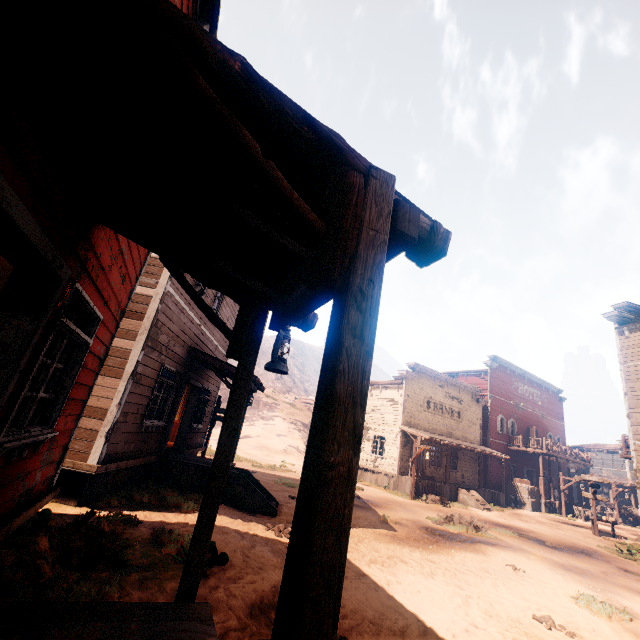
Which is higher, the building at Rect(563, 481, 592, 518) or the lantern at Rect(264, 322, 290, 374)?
the lantern at Rect(264, 322, 290, 374)

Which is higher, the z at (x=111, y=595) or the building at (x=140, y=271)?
the building at (x=140, y=271)

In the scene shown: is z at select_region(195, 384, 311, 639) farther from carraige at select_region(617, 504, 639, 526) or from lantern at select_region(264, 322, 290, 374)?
lantern at select_region(264, 322, 290, 374)

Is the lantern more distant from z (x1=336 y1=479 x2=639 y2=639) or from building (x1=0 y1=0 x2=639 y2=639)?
z (x1=336 y1=479 x2=639 y2=639)

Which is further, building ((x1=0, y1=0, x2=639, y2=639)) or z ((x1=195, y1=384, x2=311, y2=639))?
z ((x1=195, y1=384, x2=311, y2=639))

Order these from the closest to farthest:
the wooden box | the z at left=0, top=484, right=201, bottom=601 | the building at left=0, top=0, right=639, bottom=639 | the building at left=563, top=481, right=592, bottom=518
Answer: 1. the building at left=0, top=0, right=639, bottom=639
2. the z at left=0, top=484, right=201, bottom=601
3. the wooden box
4. the building at left=563, top=481, right=592, bottom=518

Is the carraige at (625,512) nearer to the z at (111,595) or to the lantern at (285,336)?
the z at (111,595)

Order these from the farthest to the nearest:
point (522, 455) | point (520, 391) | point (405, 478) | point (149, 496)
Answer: point (520, 391)
point (522, 455)
point (405, 478)
point (149, 496)
